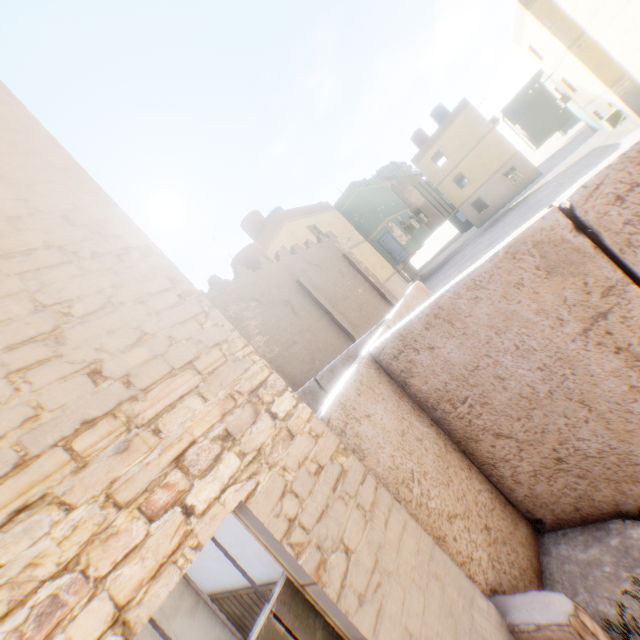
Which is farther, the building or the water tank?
the water tank

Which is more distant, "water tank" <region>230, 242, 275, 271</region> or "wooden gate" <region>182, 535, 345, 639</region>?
"water tank" <region>230, 242, 275, 271</region>

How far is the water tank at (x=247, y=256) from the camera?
13.8 meters

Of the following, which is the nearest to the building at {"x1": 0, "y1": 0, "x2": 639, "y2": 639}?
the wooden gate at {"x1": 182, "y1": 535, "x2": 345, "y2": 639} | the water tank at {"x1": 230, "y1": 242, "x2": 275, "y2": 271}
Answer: the wooden gate at {"x1": 182, "y1": 535, "x2": 345, "y2": 639}

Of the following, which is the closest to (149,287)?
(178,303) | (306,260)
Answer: (178,303)

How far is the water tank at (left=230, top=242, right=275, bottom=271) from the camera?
13.8 meters

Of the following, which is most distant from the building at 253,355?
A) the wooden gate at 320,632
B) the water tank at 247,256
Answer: the water tank at 247,256
